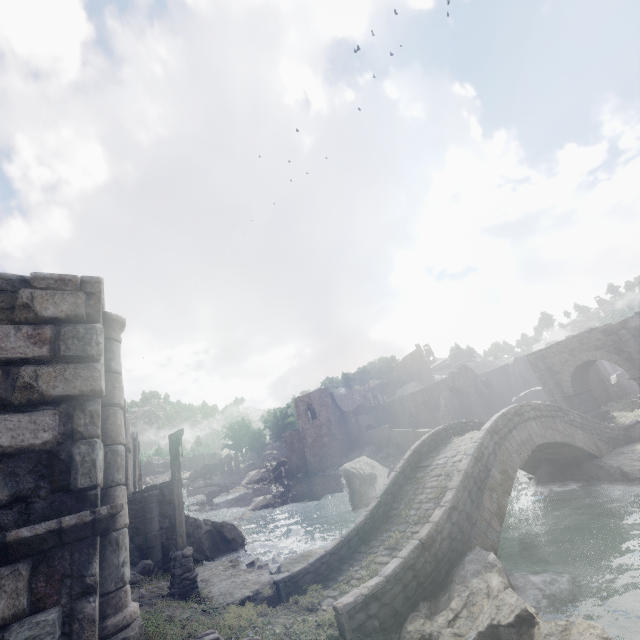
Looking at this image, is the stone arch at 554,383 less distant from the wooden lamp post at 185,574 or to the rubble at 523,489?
the wooden lamp post at 185,574

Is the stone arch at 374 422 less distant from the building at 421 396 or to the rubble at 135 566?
the building at 421 396

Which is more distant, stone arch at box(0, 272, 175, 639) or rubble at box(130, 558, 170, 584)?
rubble at box(130, 558, 170, 584)

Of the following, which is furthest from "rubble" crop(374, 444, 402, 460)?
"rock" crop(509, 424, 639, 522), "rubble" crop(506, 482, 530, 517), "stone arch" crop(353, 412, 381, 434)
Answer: "rock" crop(509, 424, 639, 522)

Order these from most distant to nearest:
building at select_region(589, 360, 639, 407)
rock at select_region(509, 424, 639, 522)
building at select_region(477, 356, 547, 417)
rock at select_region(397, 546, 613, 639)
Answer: building at select_region(477, 356, 547, 417), building at select_region(589, 360, 639, 407), rock at select_region(509, 424, 639, 522), rock at select_region(397, 546, 613, 639)

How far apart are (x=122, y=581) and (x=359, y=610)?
5.2 meters

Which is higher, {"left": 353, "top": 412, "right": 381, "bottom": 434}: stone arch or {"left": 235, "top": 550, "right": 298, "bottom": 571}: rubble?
{"left": 353, "top": 412, "right": 381, "bottom": 434}: stone arch

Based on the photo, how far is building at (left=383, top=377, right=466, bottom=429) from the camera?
45.14m
